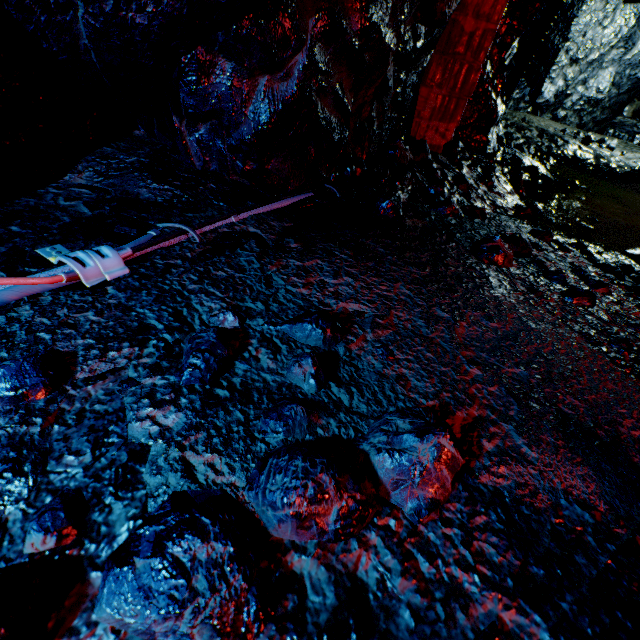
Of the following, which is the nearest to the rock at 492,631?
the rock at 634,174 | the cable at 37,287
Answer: the cable at 37,287

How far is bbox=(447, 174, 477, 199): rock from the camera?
3.3 meters

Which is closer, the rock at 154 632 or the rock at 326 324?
the rock at 154 632

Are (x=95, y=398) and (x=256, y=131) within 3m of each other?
yes

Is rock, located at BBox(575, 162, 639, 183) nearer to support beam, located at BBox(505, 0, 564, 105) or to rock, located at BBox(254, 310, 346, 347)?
rock, located at BBox(254, 310, 346, 347)

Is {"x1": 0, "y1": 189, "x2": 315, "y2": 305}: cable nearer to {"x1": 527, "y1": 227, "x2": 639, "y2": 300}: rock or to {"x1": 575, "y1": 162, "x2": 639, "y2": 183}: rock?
{"x1": 527, "y1": 227, "x2": 639, "y2": 300}: rock

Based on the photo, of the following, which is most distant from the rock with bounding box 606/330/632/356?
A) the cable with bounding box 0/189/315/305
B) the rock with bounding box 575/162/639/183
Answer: the rock with bounding box 575/162/639/183

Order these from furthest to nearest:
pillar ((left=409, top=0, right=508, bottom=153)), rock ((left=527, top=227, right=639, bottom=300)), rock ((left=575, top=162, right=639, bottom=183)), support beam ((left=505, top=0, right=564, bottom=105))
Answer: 1. rock ((left=575, top=162, right=639, bottom=183))
2. support beam ((left=505, top=0, right=564, bottom=105))
3. pillar ((left=409, top=0, right=508, bottom=153))
4. rock ((left=527, top=227, right=639, bottom=300))
